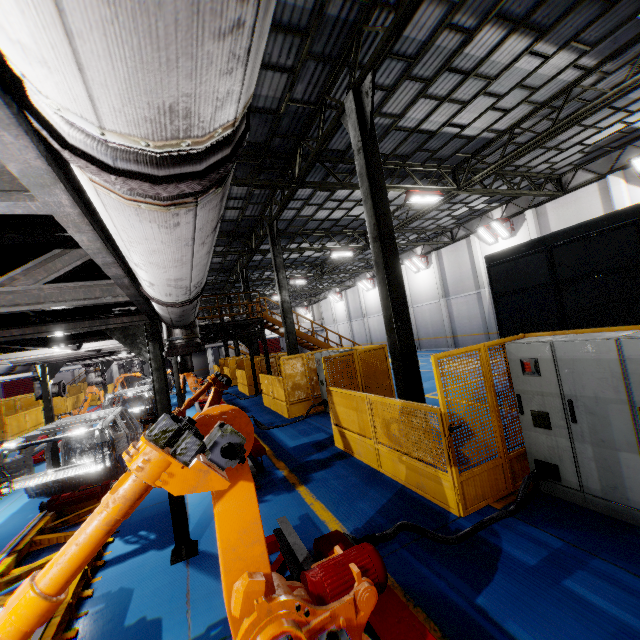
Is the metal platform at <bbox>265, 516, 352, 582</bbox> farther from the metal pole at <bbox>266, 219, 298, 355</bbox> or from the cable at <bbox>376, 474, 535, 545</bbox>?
the metal pole at <bbox>266, 219, 298, 355</bbox>

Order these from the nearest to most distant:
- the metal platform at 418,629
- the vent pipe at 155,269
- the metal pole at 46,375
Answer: the vent pipe at 155,269, the metal platform at 418,629, the metal pole at 46,375

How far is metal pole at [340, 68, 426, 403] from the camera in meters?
6.7

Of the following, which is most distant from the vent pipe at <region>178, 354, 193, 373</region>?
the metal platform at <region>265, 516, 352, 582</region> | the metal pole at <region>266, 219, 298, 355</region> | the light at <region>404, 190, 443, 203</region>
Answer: the light at <region>404, 190, 443, 203</region>

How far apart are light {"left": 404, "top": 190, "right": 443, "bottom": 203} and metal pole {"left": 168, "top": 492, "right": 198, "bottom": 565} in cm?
1109

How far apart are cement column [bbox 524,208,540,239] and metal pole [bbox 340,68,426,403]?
15.50m

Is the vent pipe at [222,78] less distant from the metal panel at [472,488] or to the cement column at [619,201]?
the metal panel at [472,488]

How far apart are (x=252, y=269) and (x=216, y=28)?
26.08m
